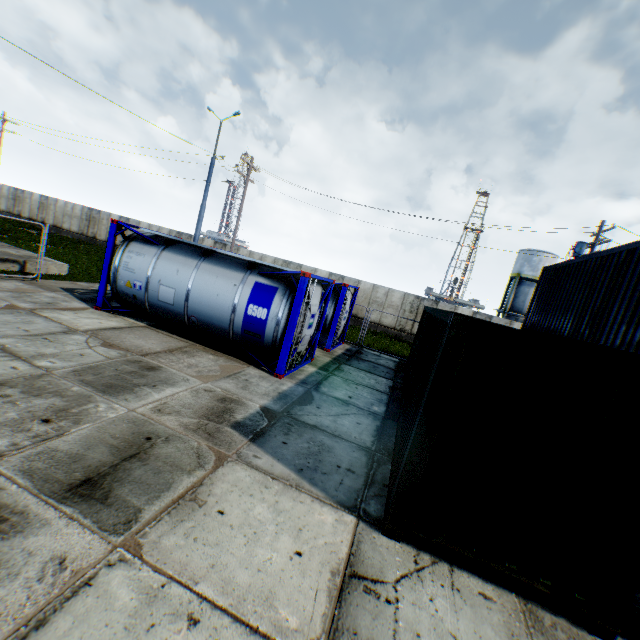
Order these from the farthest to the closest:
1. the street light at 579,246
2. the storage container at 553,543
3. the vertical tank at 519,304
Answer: the vertical tank at 519,304 → the street light at 579,246 → the storage container at 553,543

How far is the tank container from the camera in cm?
888

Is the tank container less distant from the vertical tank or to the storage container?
the storage container

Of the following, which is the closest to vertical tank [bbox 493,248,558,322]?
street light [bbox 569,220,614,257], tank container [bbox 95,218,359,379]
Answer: street light [bbox 569,220,614,257]

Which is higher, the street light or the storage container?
the street light

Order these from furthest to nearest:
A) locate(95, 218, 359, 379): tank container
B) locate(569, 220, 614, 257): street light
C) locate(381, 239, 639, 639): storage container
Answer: locate(569, 220, 614, 257): street light
locate(95, 218, 359, 379): tank container
locate(381, 239, 639, 639): storage container

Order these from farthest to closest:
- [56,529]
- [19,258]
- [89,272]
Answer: [89,272] < [19,258] < [56,529]

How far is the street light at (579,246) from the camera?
16.1 meters
